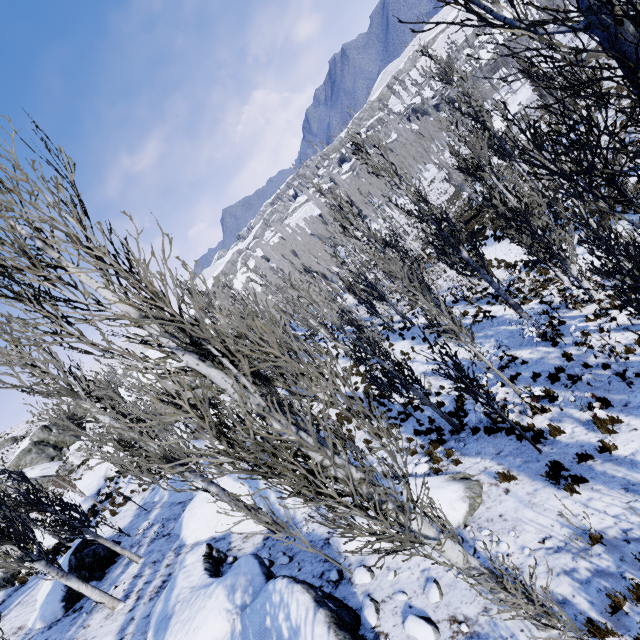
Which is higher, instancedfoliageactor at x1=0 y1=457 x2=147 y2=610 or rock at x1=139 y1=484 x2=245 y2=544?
instancedfoliageactor at x1=0 y1=457 x2=147 y2=610

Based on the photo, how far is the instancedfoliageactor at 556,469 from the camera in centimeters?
598cm

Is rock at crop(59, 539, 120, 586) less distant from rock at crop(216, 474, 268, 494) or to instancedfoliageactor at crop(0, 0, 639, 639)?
instancedfoliageactor at crop(0, 0, 639, 639)

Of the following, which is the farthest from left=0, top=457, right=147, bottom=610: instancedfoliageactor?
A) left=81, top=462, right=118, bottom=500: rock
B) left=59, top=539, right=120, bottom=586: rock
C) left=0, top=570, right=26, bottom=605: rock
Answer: left=0, top=570, right=26, bottom=605: rock

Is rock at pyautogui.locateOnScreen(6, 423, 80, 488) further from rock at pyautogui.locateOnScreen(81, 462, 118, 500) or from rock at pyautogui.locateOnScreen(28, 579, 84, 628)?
rock at pyautogui.locateOnScreen(28, 579, 84, 628)

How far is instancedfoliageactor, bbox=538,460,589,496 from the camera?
6.0m

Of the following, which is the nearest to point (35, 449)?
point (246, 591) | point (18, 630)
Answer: point (18, 630)

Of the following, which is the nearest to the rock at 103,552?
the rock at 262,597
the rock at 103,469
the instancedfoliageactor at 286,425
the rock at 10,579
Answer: the instancedfoliageactor at 286,425
